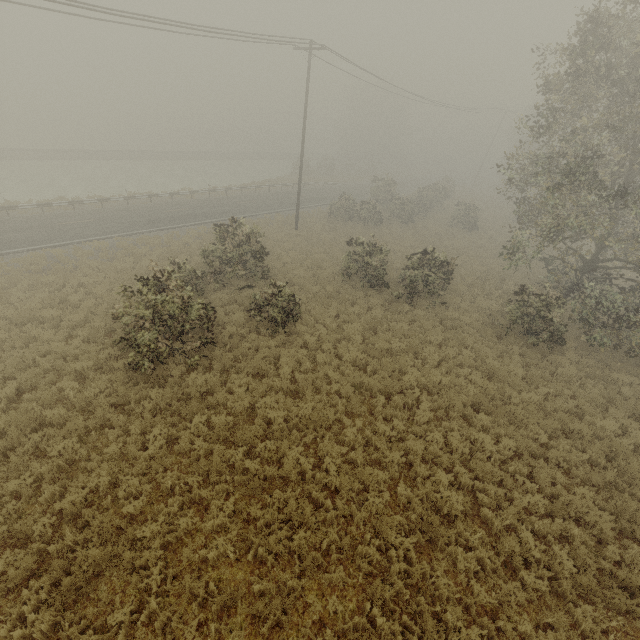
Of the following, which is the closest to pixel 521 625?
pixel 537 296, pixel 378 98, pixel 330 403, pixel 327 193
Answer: pixel 330 403
